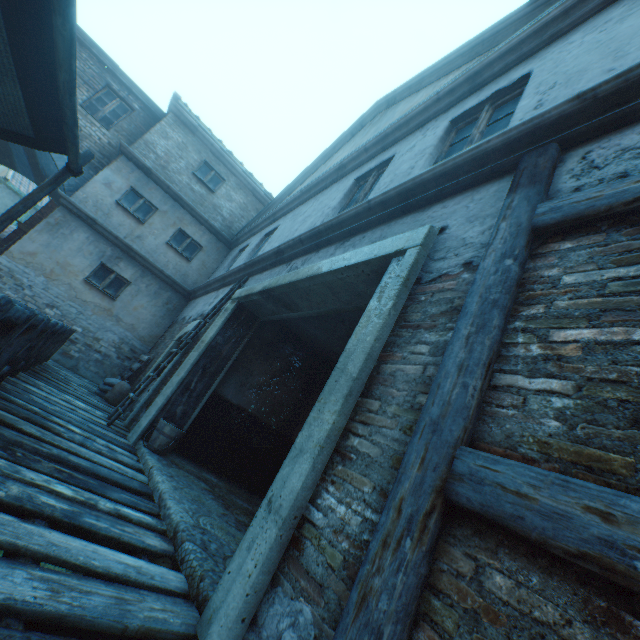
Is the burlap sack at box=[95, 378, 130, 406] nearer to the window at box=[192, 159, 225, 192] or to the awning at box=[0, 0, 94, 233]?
the awning at box=[0, 0, 94, 233]

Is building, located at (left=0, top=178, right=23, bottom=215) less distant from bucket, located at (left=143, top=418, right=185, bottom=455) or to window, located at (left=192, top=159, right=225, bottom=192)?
window, located at (left=192, top=159, right=225, bottom=192)

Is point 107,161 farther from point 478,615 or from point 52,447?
point 478,615

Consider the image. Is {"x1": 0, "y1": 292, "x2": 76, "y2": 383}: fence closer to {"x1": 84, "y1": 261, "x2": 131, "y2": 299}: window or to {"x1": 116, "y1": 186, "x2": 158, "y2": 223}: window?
{"x1": 84, "y1": 261, "x2": 131, "y2": 299}: window

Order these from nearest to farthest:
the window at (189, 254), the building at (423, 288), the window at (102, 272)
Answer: the building at (423, 288), the window at (102, 272), the window at (189, 254)

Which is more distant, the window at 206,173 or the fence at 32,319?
the window at 206,173

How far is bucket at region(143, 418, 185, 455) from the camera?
4.8 meters

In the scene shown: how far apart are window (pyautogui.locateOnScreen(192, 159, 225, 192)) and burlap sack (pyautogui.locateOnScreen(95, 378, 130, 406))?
7.4 meters
